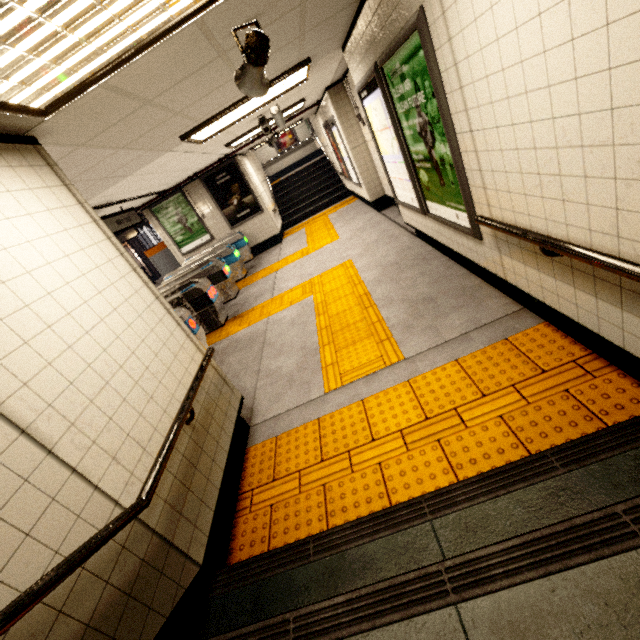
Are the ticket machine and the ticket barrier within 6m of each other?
yes

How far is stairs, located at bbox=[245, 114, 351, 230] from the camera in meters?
12.4

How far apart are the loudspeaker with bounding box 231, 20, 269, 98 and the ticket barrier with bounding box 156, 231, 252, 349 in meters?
5.2

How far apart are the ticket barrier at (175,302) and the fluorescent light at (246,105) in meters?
2.9 m

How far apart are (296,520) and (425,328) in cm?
220

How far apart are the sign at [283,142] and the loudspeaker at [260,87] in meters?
15.9 m

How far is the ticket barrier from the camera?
6.25m

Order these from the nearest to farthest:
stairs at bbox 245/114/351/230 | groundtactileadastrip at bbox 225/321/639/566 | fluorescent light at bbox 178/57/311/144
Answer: groundtactileadastrip at bbox 225/321/639/566
fluorescent light at bbox 178/57/311/144
stairs at bbox 245/114/351/230
